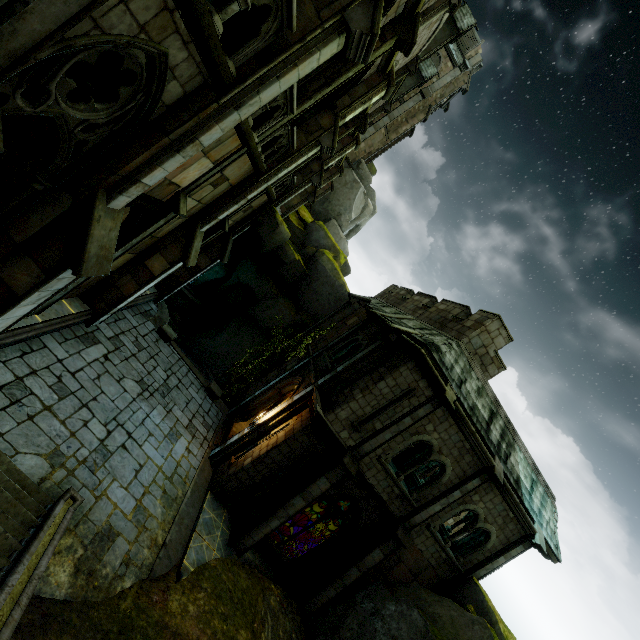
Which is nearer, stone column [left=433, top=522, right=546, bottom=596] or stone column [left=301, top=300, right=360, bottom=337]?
stone column [left=433, top=522, right=546, bottom=596]

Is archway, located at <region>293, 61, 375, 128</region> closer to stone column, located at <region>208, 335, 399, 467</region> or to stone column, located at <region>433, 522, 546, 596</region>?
stone column, located at <region>208, 335, 399, 467</region>

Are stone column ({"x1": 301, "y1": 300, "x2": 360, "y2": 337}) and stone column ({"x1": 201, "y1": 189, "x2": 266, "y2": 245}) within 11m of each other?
yes

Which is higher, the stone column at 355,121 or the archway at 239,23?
the stone column at 355,121

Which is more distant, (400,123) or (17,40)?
(400,123)

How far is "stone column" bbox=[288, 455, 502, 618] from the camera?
12.08m

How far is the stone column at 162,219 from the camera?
8.79m

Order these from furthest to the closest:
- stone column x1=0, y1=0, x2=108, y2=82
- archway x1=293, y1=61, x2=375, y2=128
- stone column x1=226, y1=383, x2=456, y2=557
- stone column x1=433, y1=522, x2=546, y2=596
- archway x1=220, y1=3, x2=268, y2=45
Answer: stone column x1=433, y1=522, x2=546, y2=596, stone column x1=226, y1=383, x2=456, y2=557, archway x1=293, y1=61, x2=375, y2=128, archway x1=220, y1=3, x2=268, y2=45, stone column x1=0, y1=0, x2=108, y2=82
